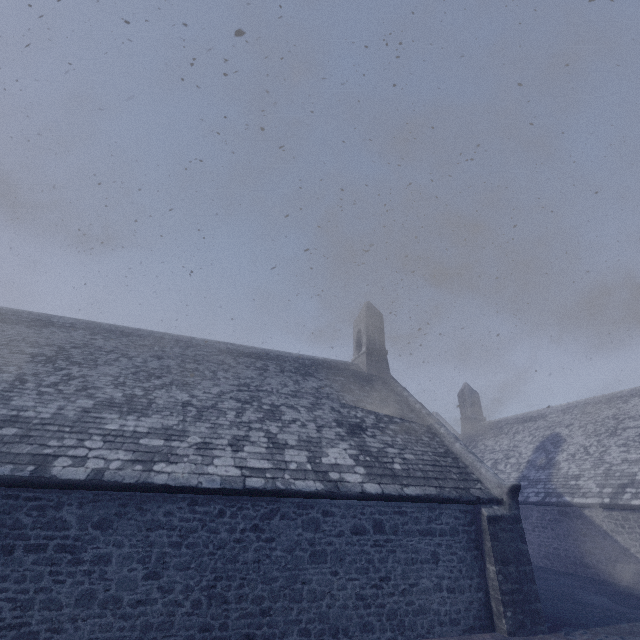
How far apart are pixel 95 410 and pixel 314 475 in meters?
6.1 m
